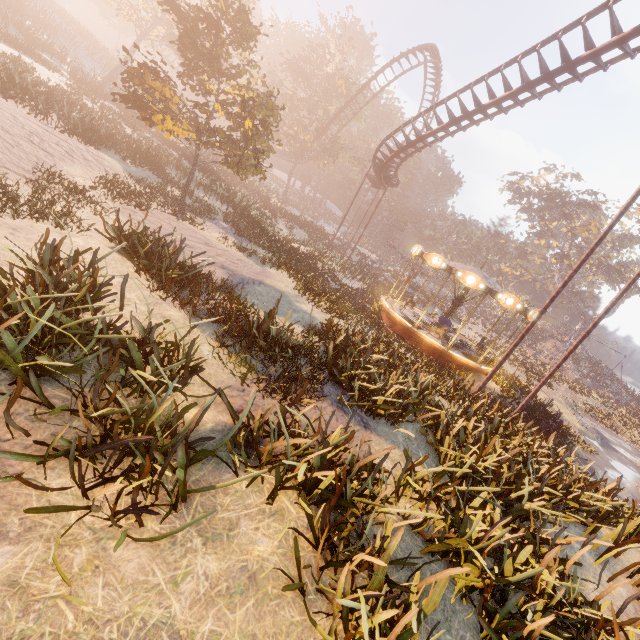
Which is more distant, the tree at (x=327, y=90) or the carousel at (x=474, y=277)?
the tree at (x=327, y=90)

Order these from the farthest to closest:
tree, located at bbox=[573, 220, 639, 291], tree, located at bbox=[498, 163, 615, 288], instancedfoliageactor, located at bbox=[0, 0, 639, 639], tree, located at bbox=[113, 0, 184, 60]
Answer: tree, located at bbox=[498, 163, 615, 288]
tree, located at bbox=[573, 220, 639, 291]
tree, located at bbox=[113, 0, 184, 60]
instancedfoliageactor, located at bbox=[0, 0, 639, 639]

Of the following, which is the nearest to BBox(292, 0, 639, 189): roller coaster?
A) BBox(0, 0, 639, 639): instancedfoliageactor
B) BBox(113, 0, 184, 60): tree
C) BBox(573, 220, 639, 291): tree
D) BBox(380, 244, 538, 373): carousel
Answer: BBox(113, 0, 184, 60): tree

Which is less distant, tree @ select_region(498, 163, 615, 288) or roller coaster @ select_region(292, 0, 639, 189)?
roller coaster @ select_region(292, 0, 639, 189)

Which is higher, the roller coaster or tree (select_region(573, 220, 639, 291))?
tree (select_region(573, 220, 639, 291))

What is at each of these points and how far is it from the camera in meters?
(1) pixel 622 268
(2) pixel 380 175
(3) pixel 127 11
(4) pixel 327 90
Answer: (1) tree, 44.2
(2) roller coaster, 27.0
(3) tree, 26.5
(4) tree, 39.3

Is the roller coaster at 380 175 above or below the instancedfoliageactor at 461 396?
above

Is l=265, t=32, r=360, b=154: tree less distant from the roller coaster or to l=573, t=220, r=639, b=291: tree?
the roller coaster
